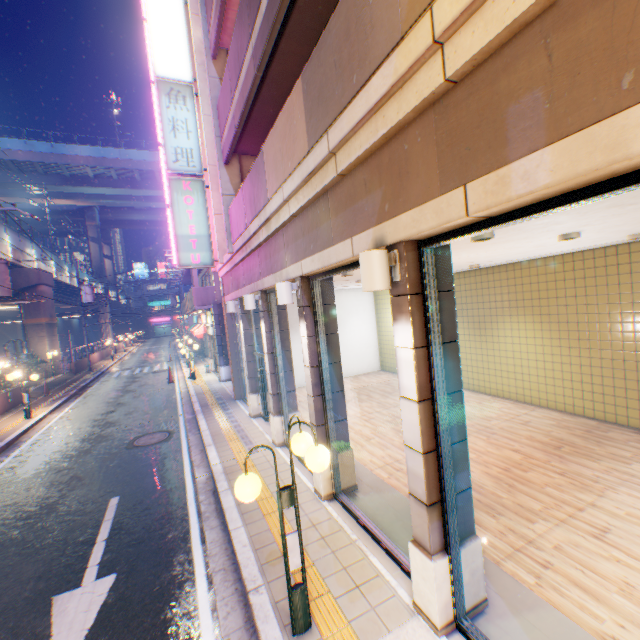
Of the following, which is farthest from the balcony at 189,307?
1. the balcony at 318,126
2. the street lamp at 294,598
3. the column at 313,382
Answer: the street lamp at 294,598

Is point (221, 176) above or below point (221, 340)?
above

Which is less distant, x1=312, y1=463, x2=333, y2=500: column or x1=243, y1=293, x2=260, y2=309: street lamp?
x1=312, y1=463, x2=333, y2=500: column

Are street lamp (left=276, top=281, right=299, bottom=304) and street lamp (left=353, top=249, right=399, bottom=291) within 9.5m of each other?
yes

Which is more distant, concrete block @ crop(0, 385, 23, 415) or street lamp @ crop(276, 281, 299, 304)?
concrete block @ crop(0, 385, 23, 415)

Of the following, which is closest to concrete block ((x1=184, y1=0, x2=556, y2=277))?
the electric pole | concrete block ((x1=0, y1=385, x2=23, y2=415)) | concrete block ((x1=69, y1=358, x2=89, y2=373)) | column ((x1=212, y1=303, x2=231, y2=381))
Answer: column ((x1=212, y1=303, x2=231, y2=381))

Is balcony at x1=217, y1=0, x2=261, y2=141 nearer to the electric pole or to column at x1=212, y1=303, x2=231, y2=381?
column at x1=212, y1=303, x2=231, y2=381

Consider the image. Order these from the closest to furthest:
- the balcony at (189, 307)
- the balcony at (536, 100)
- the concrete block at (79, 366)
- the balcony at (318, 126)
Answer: the balcony at (536, 100), the balcony at (318, 126), the balcony at (189, 307), the concrete block at (79, 366)
